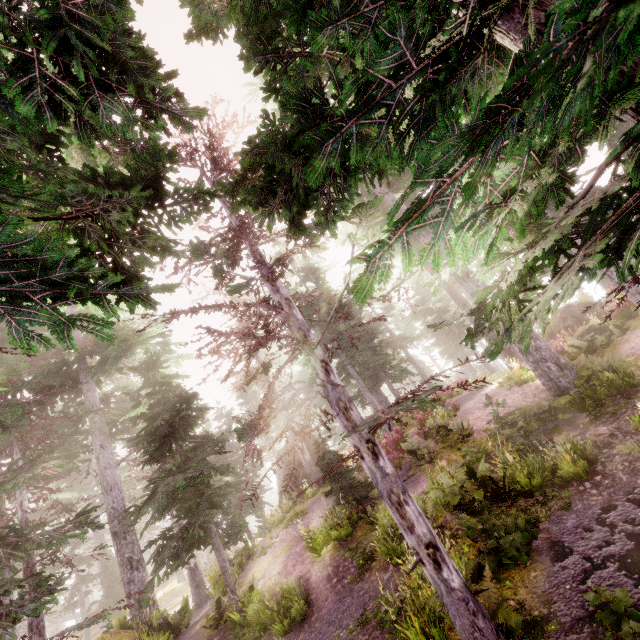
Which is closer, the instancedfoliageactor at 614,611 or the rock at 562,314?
the instancedfoliageactor at 614,611

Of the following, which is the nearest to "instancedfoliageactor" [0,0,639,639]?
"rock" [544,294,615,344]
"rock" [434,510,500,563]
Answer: "rock" [434,510,500,563]

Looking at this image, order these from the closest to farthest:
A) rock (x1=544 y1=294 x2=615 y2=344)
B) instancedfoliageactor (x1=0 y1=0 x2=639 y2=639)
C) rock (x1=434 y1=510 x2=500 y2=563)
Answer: instancedfoliageactor (x1=0 y1=0 x2=639 y2=639)
rock (x1=434 y1=510 x2=500 y2=563)
rock (x1=544 y1=294 x2=615 y2=344)

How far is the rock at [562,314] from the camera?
14.0 meters

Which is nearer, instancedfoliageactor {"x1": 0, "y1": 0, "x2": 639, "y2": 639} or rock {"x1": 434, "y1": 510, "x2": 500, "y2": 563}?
instancedfoliageactor {"x1": 0, "y1": 0, "x2": 639, "y2": 639}

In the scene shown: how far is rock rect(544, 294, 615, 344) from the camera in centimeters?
1403cm

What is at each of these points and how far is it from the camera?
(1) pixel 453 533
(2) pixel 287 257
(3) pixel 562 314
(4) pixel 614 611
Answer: (1) rock, 7.57m
(2) instancedfoliageactor, 8.67m
(3) rock, 23.14m
(4) instancedfoliageactor, 4.34m
